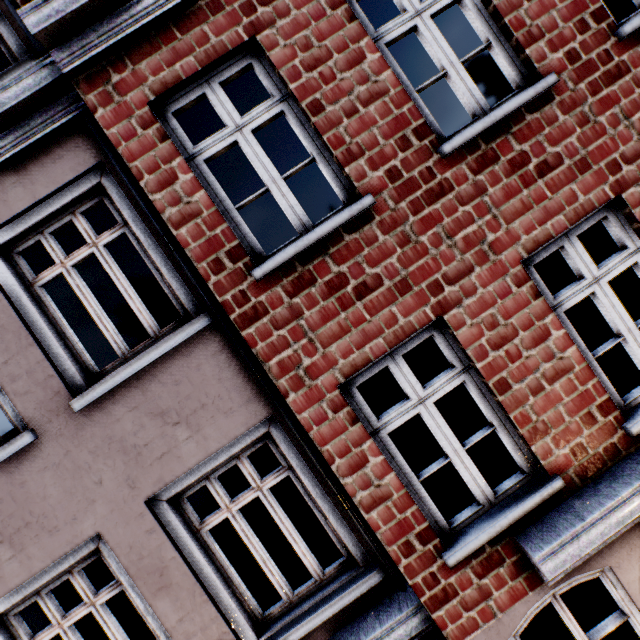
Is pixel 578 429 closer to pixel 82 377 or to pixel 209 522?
pixel 209 522
